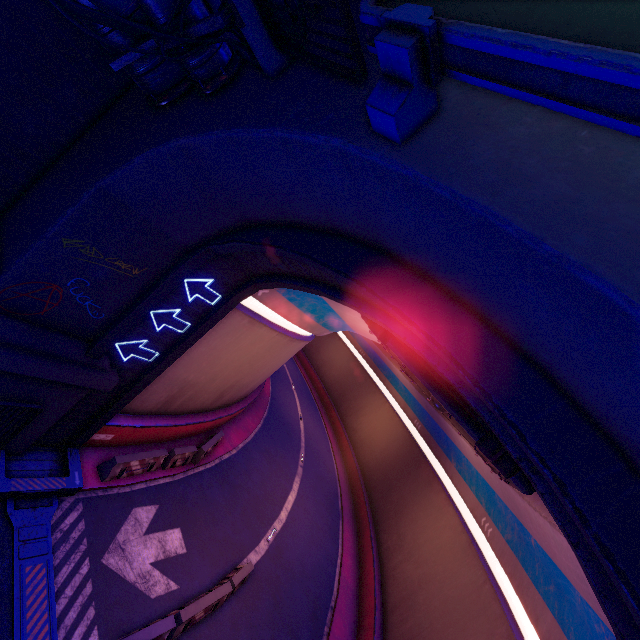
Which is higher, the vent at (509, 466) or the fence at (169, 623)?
the vent at (509, 466)

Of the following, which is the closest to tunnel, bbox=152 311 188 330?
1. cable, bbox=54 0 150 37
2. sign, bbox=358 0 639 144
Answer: sign, bbox=358 0 639 144

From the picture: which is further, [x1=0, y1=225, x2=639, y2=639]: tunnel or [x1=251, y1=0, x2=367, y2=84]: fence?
[x1=0, y1=225, x2=639, y2=639]: tunnel

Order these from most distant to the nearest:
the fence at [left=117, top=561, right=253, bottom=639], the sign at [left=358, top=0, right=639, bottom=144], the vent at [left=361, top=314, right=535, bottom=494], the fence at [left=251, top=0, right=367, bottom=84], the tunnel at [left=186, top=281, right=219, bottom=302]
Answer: the tunnel at [left=186, top=281, right=219, bottom=302] → the fence at [left=117, top=561, right=253, bottom=639] → the vent at [left=361, top=314, right=535, bottom=494] → the fence at [left=251, top=0, right=367, bottom=84] → the sign at [left=358, top=0, right=639, bottom=144]

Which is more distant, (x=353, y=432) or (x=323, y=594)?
(x=353, y=432)

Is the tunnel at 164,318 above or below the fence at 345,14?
below

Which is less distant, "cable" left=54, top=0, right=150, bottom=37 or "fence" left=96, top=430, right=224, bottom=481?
"cable" left=54, top=0, right=150, bottom=37

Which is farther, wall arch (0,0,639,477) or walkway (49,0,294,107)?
walkway (49,0,294,107)
